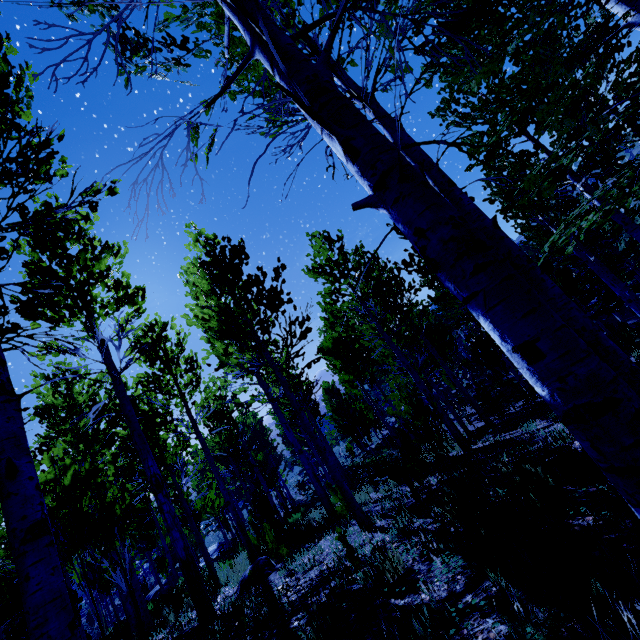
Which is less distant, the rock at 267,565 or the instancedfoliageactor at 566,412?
the instancedfoliageactor at 566,412

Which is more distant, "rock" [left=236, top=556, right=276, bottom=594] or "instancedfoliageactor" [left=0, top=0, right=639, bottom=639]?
"rock" [left=236, top=556, right=276, bottom=594]

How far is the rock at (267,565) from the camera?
6.5m

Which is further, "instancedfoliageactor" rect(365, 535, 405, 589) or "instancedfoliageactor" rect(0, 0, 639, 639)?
"instancedfoliageactor" rect(365, 535, 405, 589)

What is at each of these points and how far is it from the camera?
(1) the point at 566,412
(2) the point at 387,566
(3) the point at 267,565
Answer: (1) instancedfoliageactor, 1.0 meters
(2) instancedfoliageactor, 3.1 meters
(3) rock, 7.1 meters

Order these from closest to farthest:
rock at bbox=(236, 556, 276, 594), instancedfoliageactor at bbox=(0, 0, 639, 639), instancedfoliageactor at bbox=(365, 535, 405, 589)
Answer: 1. instancedfoliageactor at bbox=(0, 0, 639, 639)
2. instancedfoliageactor at bbox=(365, 535, 405, 589)
3. rock at bbox=(236, 556, 276, 594)

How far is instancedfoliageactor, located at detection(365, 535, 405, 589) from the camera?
3.01m
